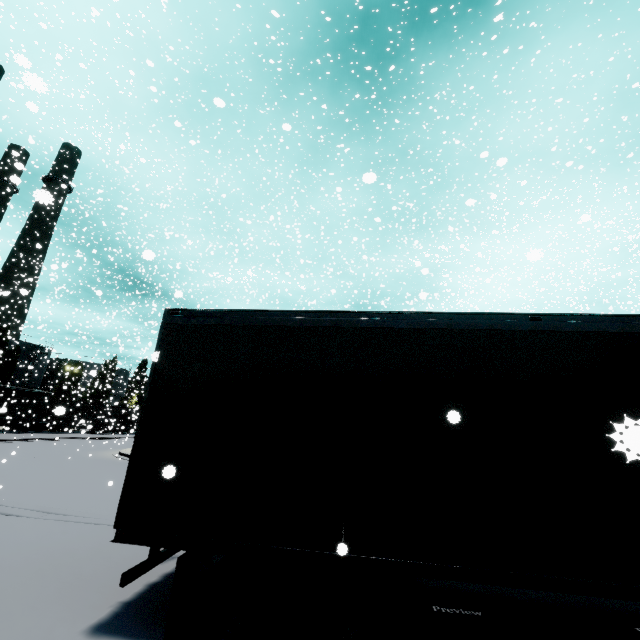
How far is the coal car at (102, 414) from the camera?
35.14m

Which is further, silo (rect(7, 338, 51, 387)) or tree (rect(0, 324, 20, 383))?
silo (rect(7, 338, 51, 387))

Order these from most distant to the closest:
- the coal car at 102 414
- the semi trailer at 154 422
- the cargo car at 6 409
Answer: the coal car at 102 414
the cargo car at 6 409
the semi trailer at 154 422

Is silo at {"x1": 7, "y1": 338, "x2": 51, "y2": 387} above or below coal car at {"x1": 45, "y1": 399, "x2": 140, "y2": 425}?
above

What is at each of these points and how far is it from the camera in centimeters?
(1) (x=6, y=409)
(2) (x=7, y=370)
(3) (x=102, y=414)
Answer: (1) cargo car, 866cm
(2) tree, 4641cm
(3) coal car, 4881cm

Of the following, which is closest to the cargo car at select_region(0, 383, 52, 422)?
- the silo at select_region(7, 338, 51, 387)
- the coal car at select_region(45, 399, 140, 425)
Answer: the coal car at select_region(45, 399, 140, 425)

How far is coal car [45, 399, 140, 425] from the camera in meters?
35.1

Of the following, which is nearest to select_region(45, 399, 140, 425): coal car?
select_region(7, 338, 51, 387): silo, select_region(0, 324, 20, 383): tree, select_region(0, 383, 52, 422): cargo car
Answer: select_region(0, 383, 52, 422): cargo car
